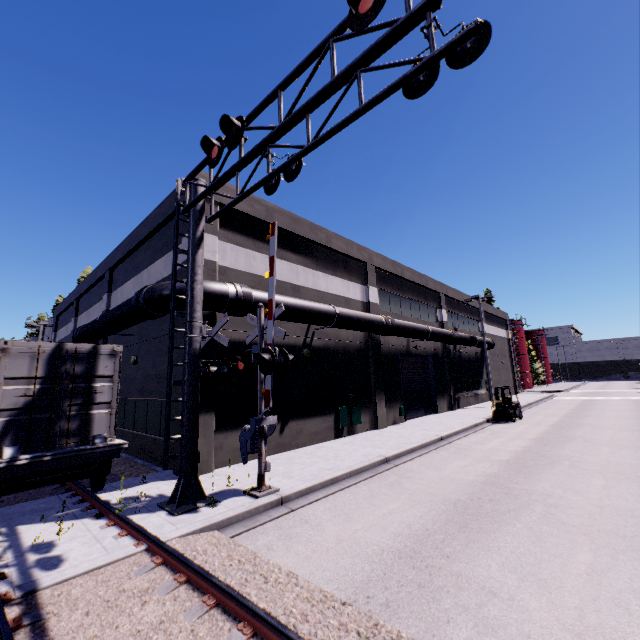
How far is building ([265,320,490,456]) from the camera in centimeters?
1403cm

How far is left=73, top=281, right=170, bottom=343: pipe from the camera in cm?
1042

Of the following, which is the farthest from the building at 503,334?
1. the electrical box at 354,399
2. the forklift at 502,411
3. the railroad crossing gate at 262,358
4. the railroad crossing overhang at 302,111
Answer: the forklift at 502,411

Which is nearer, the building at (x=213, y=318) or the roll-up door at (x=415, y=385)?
the building at (x=213, y=318)

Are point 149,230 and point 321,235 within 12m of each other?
yes

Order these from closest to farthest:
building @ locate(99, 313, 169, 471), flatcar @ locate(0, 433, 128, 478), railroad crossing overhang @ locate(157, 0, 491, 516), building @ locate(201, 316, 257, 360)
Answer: railroad crossing overhang @ locate(157, 0, 491, 516) → flatcar @ locate(0, 433, 128, 478) → building @ locate(201, 316, 257, 360) → building @ locate(99, 313, 169, 471)

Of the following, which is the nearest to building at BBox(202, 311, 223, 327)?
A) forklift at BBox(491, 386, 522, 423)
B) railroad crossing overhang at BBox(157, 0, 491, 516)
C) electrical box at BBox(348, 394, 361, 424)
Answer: electrical box at BBox(348, 394, 361, 424)

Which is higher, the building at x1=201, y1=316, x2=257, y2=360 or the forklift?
the building at x1=201, y1=316, x2=257, y2=360
